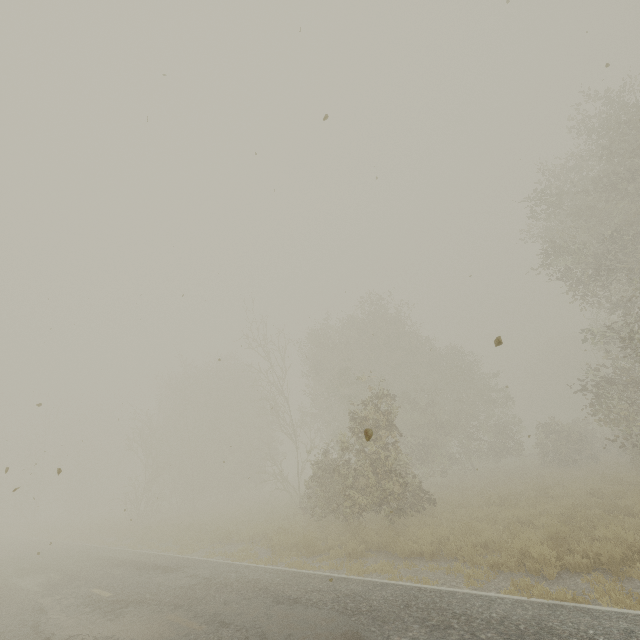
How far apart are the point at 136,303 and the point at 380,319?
18.81m

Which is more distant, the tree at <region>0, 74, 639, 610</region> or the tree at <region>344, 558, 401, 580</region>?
the tree at <region>0, 74, 639, 610</region>

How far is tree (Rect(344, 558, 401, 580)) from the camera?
8.54m

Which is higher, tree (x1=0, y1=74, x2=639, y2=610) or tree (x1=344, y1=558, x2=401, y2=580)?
tree (x1=0, y1=74, x2=639, y2=610)

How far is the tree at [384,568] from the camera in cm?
854

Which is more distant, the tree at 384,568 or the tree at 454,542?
the tree at 454,542
